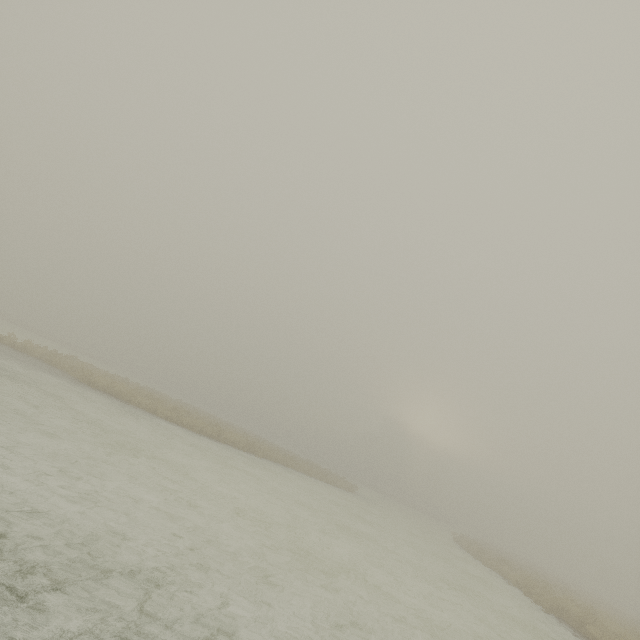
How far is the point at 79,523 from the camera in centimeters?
405cm
